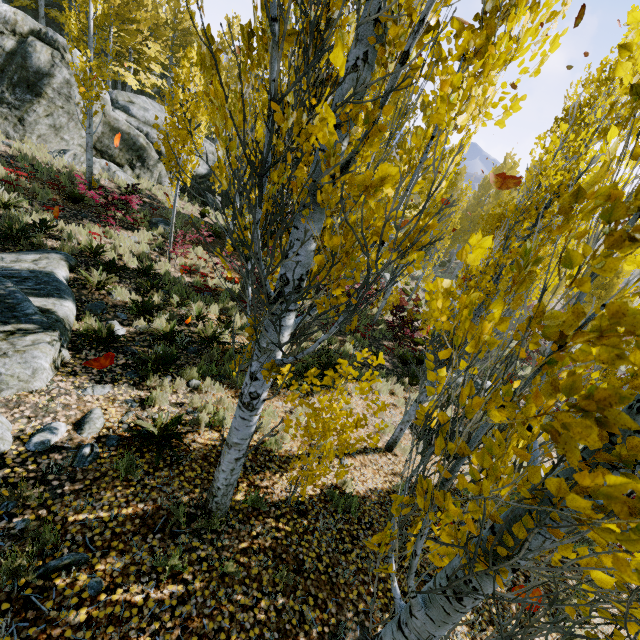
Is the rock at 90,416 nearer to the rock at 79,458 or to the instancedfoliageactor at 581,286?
the instancedfoliageactor at 581,286

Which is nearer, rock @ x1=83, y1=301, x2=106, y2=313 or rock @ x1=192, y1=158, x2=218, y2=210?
rock @ x1=83, y1=301, x2=106, y2=313

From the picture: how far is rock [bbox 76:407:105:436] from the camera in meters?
4.4 m

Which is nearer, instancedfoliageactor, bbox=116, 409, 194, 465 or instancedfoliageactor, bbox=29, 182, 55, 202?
instancedfoliageactor, bbox=116, 409, 194, 465

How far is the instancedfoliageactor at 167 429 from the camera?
4.5m

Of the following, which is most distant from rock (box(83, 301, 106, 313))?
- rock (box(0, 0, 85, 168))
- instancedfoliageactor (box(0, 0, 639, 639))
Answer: rock (box(0, 0, 85, 168))

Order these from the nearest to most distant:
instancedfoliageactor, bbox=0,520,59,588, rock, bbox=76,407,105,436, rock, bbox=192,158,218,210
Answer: instancedfoliageactor, bbox=0,520,59,588, rock, bbox=76,407,105,436, rock, bbox=192,158,218,210

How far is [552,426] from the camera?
0.8 meters
